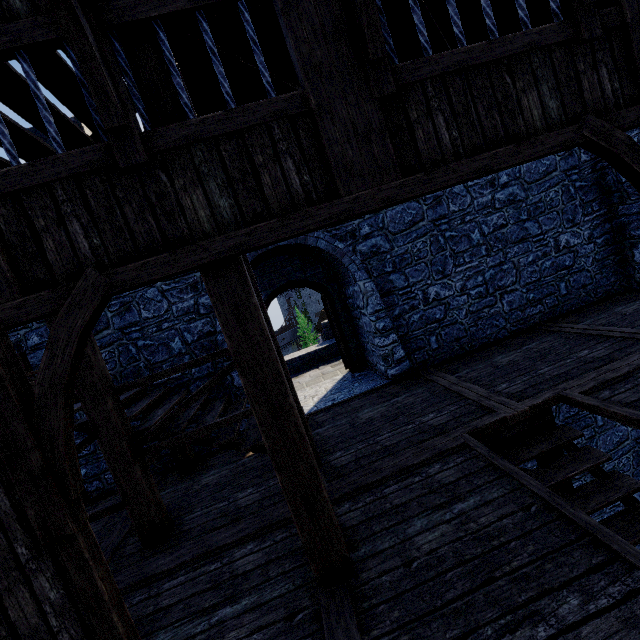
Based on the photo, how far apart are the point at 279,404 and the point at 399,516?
1.92m

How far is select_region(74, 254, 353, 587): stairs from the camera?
2.7 meters

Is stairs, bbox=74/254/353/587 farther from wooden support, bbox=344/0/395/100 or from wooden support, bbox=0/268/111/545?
wooden support, bbox=344/0/395/100

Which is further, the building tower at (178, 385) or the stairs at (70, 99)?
the building tower at (178, 385)

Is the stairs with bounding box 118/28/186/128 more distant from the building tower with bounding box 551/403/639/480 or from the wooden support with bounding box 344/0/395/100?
the wooden support with bounding box 344/0/395/100

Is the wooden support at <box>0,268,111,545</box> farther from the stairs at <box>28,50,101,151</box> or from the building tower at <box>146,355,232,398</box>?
the building tower at <box>146,355,232,398</box>

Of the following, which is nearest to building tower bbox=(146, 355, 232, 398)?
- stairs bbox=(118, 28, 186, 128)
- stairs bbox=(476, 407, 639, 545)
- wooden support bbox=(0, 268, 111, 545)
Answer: stairs bbox=(118, 28, 186, 128)

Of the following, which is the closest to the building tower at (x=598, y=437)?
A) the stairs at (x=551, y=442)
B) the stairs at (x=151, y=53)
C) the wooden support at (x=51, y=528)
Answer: the stairs at (x=151, y=53)
